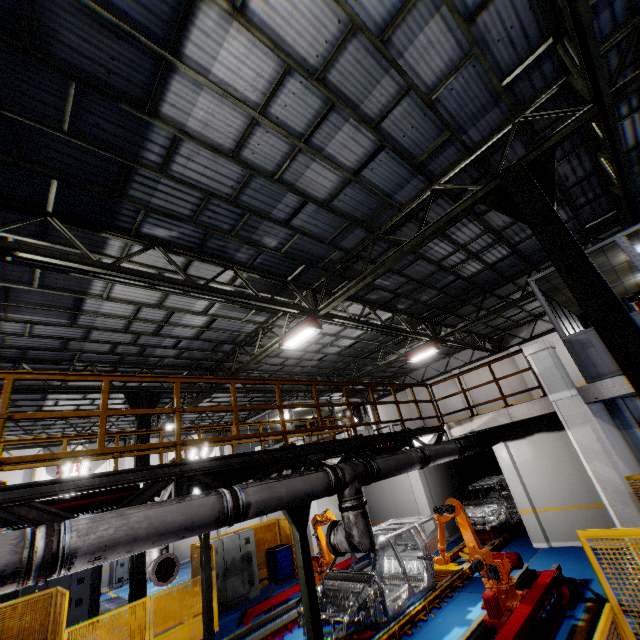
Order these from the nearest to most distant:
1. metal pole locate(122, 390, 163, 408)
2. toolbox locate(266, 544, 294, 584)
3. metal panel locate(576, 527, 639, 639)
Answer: metal panel locate(576, 527, 639, 639), metal pole locate(122, 390, 163, 408), toolbox locate(266, 544, 294, 584)

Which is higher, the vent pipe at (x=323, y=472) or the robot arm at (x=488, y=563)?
the vent pipe at (x=323, y=472)

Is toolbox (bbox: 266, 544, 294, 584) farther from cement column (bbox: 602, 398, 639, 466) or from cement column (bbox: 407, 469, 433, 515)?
cement column (bbox: 602, 398, 639, 466)

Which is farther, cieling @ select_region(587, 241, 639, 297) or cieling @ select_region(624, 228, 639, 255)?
cieling @ select_region(587, 241, 639, 297)

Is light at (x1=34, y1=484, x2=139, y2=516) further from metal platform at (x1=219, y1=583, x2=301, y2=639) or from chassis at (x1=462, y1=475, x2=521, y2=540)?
metal platform at (x1=219, y1=583, x2=301, y2=639)

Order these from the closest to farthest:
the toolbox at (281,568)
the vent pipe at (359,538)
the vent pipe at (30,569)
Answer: the vent pipe at (30,569)
the vent pipe at (359,538)
the toolbox at (281,568)

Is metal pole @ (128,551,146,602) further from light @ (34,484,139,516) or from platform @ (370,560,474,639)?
light @ (34,484,139,516)

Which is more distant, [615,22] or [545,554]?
[545,554]
